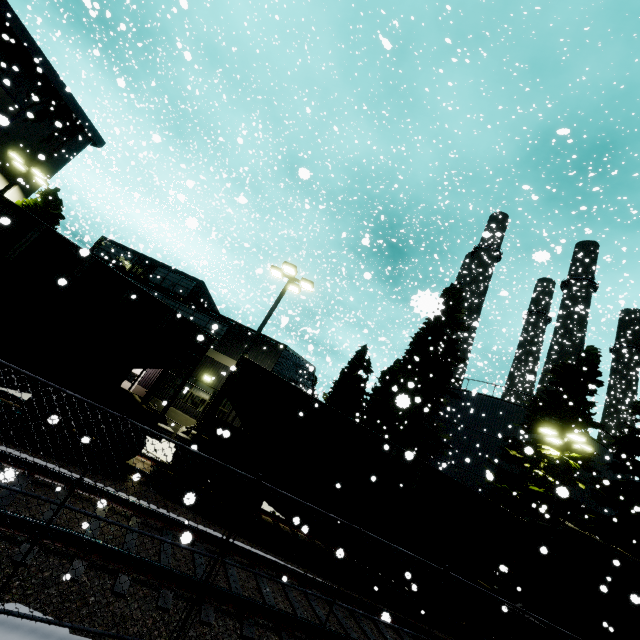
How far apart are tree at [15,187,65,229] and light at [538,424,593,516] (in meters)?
32.45

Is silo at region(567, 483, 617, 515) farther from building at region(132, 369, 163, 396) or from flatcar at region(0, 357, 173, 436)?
flatcar at region(0, 357, 173, 436)

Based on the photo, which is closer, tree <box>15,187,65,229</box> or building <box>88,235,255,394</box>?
building <box>88,235,255,394</box>

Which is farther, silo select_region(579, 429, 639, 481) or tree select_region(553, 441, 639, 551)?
silo select_region(579, 429, 639, 481)

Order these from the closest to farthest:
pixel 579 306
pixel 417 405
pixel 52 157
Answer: pixel 579 306 → pixel 417 405 → pixel 52 157

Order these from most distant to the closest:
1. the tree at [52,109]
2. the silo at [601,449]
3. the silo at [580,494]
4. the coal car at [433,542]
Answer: the silo at [601,449], the silo at [580,494], the tree at [52,109], the coal car at [433,542]

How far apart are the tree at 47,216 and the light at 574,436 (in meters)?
32.45

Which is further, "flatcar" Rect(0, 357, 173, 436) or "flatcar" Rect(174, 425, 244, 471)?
"flatcar" Rect(174, 425, 244, 471)
